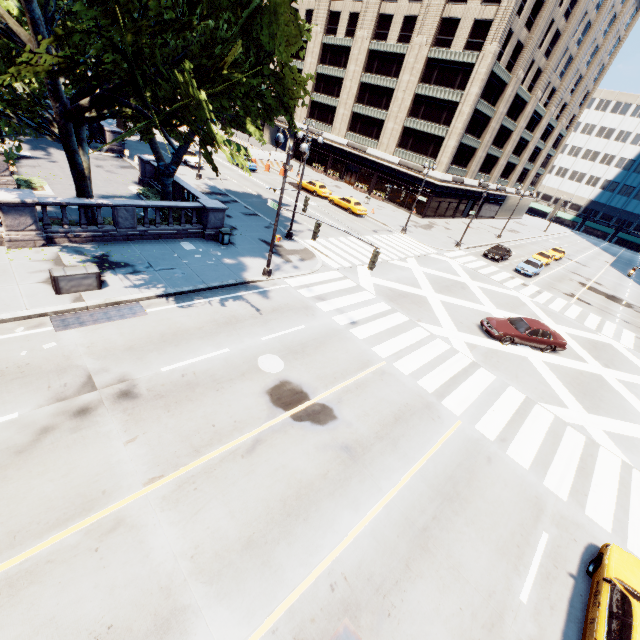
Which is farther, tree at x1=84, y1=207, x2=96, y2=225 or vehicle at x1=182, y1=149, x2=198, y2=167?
vehicle at x1=182, y1=149, x2=198, y2=167

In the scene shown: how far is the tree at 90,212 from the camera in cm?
1659

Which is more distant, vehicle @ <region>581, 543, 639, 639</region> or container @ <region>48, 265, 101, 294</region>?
container @ <region>48, 265, 101, 294</region>

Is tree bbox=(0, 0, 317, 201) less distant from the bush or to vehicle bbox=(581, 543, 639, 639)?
the bush

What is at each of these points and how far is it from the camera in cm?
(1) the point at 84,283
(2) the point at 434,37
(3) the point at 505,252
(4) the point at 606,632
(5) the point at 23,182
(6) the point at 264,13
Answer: (1) container, 1295
(2) building, 3969
(3) vehicle, 3638
(4) vehicle, 689
(5) bush, 1986
(6) tree, 1446

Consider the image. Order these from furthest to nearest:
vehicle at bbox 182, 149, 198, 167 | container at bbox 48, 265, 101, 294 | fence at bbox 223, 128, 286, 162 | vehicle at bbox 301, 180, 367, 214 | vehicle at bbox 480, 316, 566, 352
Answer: fence at bbox 223, 128, 286, 162
vehicle at bbox 301, 180, 367, 214
vehicle at bbox 182, 149, 198, 167
vehicle at bbox 480, 316, 566, 352
container at bbox 48, 265, 101, 294

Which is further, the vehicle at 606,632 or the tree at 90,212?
the tree at 90,212

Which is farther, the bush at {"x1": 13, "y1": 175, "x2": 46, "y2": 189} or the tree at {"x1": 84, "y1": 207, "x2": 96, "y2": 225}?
the bush at {"x1": 13, "y1": 175, "x2": 46, "y2": 189}
